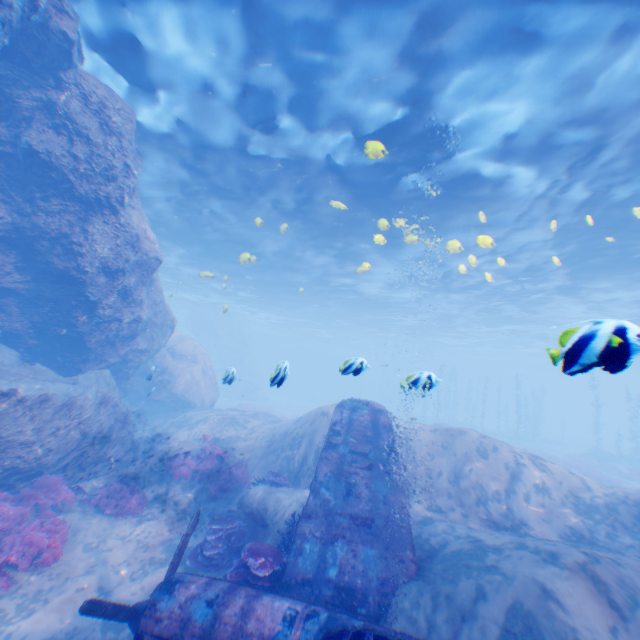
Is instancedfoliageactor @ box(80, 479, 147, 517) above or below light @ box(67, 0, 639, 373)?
below

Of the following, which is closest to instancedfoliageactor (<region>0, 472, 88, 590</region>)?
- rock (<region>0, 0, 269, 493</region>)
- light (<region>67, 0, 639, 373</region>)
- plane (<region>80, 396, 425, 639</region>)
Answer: rock (<region>0, 0, 269, 493</region>)

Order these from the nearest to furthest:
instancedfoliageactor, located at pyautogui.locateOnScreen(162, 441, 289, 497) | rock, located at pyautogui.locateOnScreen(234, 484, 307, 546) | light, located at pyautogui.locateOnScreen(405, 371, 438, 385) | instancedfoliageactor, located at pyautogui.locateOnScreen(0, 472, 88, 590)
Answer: light, located at pyautogui.locateOnScreen(405, 371, 438, 385) < instancedfoliageactor, located at pyautogui.locateOnScreen(0, 472, 88, 590) < rock, located at pyautogui.locateOnScreen(234, 484, 307, 546) < instancedfoliageactor, located at pyautogui.locateOnScreen(162, 441, 289, 497)

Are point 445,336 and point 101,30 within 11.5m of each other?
no

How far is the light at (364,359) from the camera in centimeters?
555cm

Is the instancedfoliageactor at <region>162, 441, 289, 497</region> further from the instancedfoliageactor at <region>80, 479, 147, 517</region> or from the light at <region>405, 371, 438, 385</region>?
the light at <region>405, 371, 438, 385</region>

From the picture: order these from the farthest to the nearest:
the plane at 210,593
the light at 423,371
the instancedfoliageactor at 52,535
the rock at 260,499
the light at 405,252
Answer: the rock at 260,499 < the light at 405,252 < the instancedfoliageactor at 52,535 < the light at 423,371 < the plane at 210,593

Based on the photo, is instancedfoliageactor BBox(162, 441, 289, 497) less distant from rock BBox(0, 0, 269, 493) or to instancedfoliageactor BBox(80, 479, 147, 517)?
rock BBox(0, 0, 269, 493)
